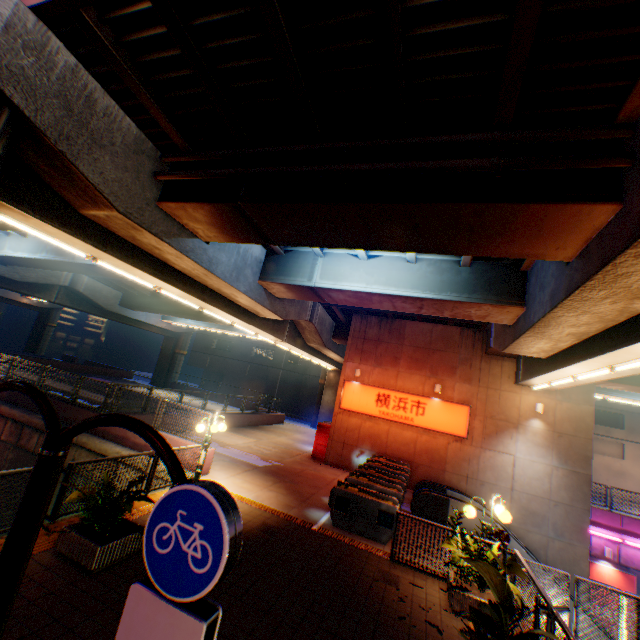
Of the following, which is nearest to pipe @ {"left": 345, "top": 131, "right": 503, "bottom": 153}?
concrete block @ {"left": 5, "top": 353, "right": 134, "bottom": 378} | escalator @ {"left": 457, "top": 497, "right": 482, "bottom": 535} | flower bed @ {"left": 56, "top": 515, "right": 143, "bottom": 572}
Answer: flower bed @ {"left": 56, "top": 515, "right": 143, "bottom": 572}

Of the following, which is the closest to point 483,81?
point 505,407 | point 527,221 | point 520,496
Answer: point 527,221

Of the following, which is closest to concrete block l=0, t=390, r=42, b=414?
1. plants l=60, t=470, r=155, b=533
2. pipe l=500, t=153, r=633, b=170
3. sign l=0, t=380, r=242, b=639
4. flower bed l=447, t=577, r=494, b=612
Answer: plants l=60, t=470, r=155, b=533

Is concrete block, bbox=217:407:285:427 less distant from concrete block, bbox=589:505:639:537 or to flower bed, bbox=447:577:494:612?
flower bed, bbox=447:577:494:612

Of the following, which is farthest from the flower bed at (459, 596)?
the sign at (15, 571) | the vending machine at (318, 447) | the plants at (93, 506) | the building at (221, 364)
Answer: the building at (221, 364)

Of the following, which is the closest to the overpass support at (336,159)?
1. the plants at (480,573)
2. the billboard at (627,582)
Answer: the plants at (480,573)

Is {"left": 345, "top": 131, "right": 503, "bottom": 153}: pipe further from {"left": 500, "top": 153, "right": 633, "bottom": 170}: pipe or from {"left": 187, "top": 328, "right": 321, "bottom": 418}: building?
{"left": 187, "top": 328, "right": 321, "bottom": 418}: building

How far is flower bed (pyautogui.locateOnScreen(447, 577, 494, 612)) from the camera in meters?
6.6
